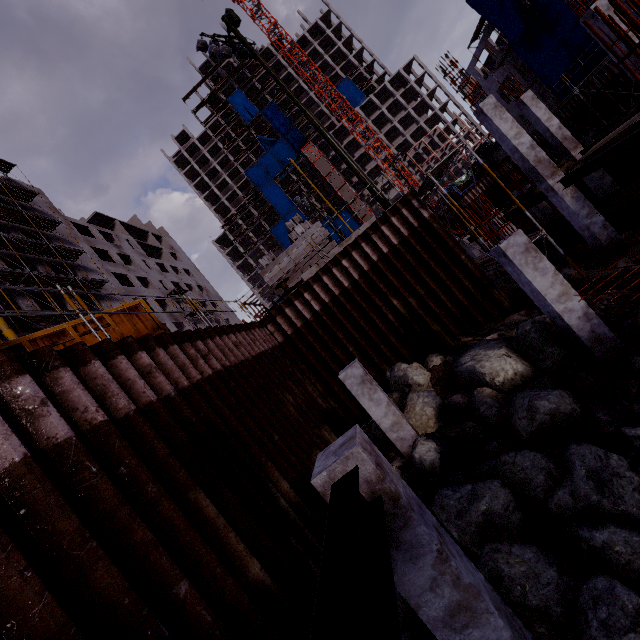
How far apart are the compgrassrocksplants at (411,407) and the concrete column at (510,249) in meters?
3.0

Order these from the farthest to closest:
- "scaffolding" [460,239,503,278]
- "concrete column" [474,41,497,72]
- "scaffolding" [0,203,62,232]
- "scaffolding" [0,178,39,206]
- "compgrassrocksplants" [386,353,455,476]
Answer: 1. "concrete column" [474,41,497,72]
2. "scaffolding" [0,178,39,206]
3. "scaffolding" [0,203,62,232]
4. "scaffolding" [460,239,503,278]
5. "compgrassrocksplants" [386,353,455,476]

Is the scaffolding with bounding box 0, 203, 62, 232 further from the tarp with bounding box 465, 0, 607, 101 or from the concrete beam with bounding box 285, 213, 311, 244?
the tarp with bounding box 465, 0, 607, 101

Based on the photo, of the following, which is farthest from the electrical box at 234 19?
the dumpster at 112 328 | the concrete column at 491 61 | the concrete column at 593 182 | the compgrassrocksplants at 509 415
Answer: the concrete column at 491 61

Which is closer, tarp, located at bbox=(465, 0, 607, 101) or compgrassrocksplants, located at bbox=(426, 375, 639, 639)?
compgrassrocksplants, located at bbox=(426, 375, 639, 639)

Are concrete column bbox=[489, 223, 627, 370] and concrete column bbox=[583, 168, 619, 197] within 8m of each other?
no

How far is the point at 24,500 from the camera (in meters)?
2.88

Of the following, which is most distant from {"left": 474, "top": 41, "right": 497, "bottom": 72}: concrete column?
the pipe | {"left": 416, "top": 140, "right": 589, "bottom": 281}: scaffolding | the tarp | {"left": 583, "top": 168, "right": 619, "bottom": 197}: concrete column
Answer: {"left": 416, "top": 140, "right": 589, "bottom": 281}: scaffolding
